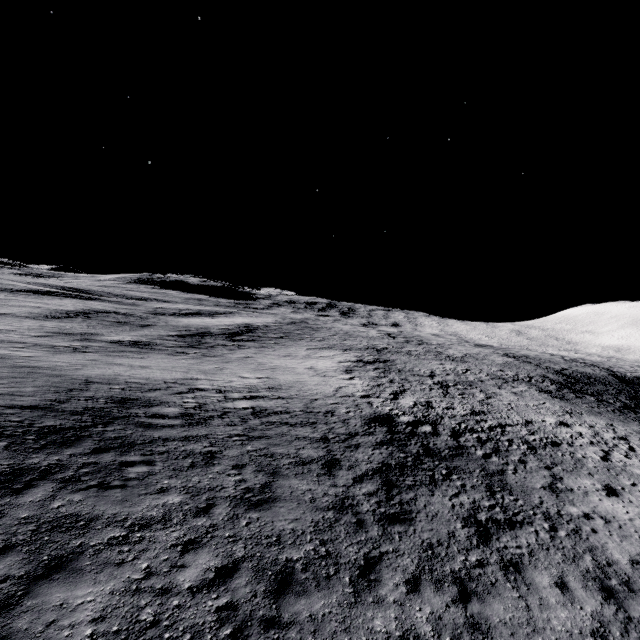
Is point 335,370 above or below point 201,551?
above
